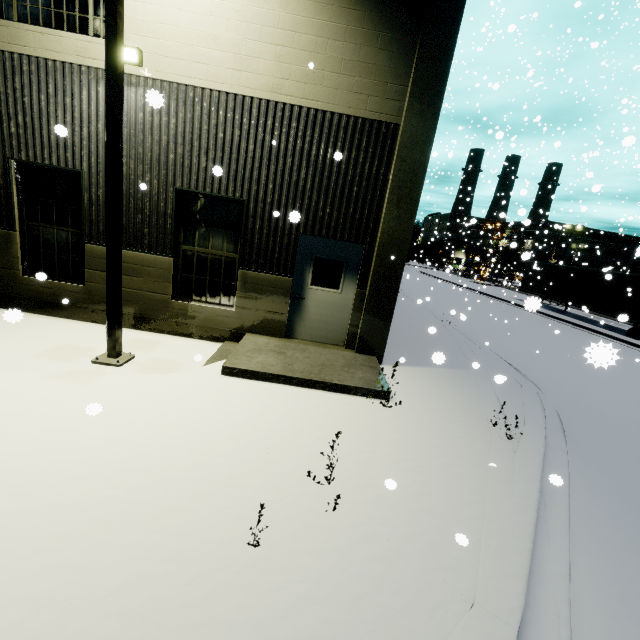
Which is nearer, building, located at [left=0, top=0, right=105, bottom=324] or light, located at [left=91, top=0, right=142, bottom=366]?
light, located at [left=91, top=0, right=142, bottom=366]

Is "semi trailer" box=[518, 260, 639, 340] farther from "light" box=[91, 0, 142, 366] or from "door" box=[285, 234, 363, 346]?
"light" box=[91, 0, 142, 366]

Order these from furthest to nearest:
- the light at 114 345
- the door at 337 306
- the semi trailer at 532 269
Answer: the semi trailer at 532 269
the door at 337 306
the light at 114 345

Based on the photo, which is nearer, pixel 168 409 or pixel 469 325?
pixel 168 409

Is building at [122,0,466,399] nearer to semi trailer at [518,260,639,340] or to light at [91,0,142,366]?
semi trailer at [518,260,639,340]

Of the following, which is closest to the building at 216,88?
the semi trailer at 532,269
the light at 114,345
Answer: the semi trailer at 532,269

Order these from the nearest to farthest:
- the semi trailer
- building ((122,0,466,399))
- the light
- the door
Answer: the light, building ((122,0,466,399)), the door, the semi trailer

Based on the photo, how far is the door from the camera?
7.38m
